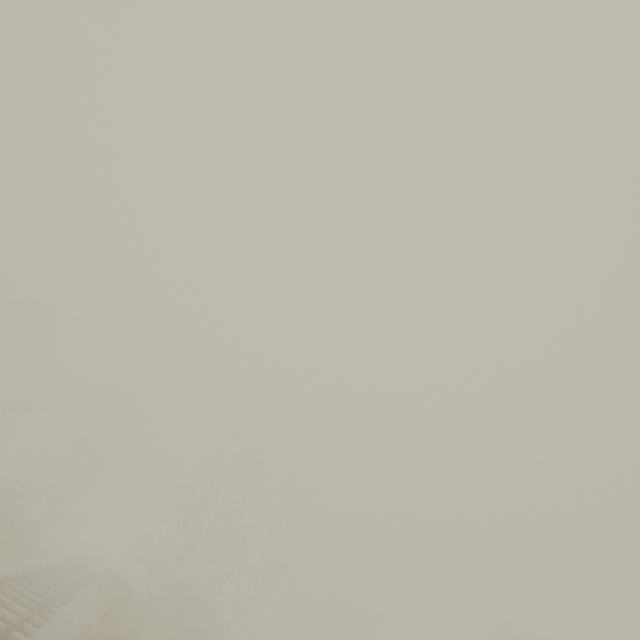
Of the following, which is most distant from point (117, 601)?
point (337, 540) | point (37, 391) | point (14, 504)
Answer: point (337, 540)
